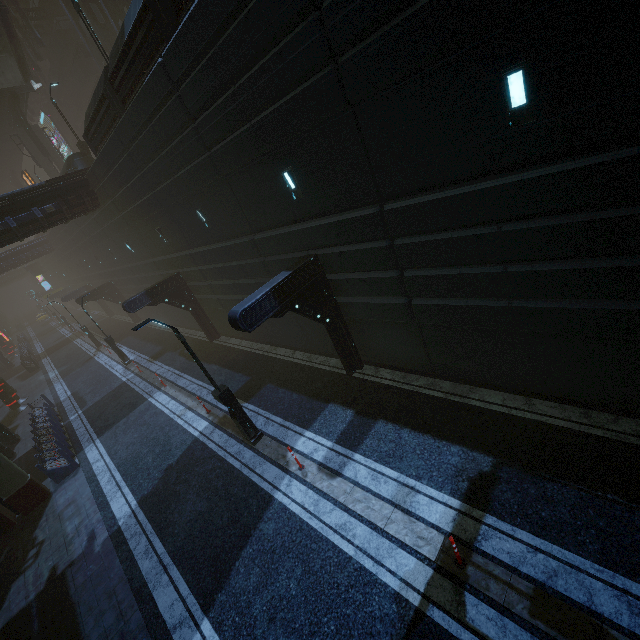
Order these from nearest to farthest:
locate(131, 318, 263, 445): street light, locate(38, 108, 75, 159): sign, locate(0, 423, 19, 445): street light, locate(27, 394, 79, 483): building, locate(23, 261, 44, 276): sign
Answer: locate(131, 318, 263, 445): street light
locate(27, 394, 79, 483): building
locate(0, 423, 19, 445): street light
locate(38, 108, 75, 159): sign
locate(23, 261, 44, 276): sign

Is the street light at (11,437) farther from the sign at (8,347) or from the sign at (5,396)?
the sign at (8,347)

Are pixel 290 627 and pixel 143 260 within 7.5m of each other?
no

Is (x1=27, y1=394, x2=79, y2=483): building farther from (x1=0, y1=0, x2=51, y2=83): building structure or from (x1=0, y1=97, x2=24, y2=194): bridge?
(x1=0, y1=97, x2=24, y2=194): bridge

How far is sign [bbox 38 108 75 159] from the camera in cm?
4497

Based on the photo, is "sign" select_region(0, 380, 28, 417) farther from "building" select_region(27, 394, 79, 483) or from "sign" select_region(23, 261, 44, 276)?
"sign" select_region(23, 261, 44, 276)

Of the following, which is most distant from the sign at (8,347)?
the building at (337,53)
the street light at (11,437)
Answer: the street light at (11,437)

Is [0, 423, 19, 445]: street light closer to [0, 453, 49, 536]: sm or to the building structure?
[0, 453, 49, 536]: sm
